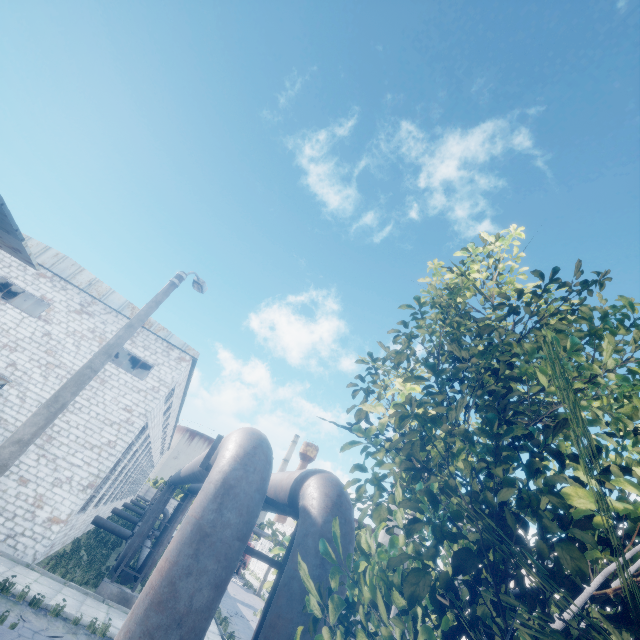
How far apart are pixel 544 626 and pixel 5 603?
15.5m

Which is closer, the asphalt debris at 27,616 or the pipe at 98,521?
the asphalt debris at 27,616

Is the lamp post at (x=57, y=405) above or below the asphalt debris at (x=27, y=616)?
above

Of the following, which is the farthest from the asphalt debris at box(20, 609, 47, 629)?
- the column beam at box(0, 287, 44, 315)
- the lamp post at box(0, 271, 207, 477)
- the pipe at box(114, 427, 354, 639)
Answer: the column beam at box(0, 287, 44, 315)

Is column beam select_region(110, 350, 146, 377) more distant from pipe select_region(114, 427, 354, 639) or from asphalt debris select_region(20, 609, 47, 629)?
asphalt debris select_region(20, 609, 47, 629)

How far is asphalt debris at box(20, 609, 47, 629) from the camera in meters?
9.5

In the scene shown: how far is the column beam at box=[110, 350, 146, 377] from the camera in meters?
26.2

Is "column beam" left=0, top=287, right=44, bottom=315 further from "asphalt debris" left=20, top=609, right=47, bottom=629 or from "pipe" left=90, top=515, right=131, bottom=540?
"asphalt debris" left=20, top=609, right=47, bottom=629
